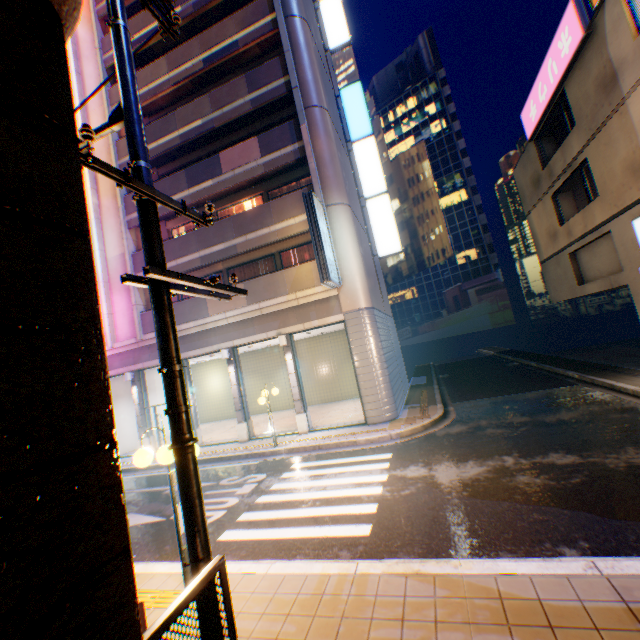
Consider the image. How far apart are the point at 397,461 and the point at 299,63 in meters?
16.3

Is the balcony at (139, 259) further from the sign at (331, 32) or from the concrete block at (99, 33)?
the sign at (331, 32)

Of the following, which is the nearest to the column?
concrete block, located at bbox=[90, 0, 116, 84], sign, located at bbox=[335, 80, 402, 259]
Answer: concrete block, located at bbox=[90, 0, 116, 84]

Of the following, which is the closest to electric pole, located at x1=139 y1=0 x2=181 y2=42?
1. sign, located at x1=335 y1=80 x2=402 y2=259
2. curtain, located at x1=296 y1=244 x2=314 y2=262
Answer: curtain, located at x1=296 y1=244 x2=314 y2=262

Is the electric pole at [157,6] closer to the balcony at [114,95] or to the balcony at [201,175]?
the balcony at [201,175]

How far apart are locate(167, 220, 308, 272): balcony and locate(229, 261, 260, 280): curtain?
1.50m

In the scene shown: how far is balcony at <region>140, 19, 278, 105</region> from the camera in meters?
14.5

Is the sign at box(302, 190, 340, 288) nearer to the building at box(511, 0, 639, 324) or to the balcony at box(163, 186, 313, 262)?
the balcony at box(163, 186, 313, 262)
